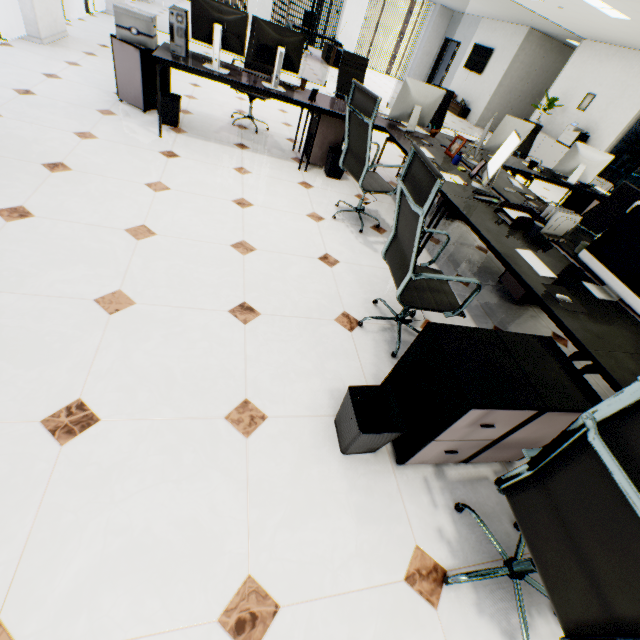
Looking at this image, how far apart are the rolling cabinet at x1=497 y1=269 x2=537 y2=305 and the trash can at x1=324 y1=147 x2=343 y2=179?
2.34m

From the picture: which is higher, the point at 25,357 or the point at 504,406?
the point at 504,406

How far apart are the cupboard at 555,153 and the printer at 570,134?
0.0 meters

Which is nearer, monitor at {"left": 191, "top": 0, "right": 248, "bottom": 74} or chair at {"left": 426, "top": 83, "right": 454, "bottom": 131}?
monitor at {"left": 191, "top": 0, "right": 248, "bottom": 74}

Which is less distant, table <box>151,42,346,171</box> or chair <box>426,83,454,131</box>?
table <box>151,42,346,171</box>

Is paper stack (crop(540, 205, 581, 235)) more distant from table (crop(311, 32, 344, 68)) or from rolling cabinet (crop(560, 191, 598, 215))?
table (crop(311, 32, 344, 68))

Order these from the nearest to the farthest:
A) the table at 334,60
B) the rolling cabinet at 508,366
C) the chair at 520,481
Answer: the chair at 520,481 → the rolling cabinet at 508,366 → the table at 334,60

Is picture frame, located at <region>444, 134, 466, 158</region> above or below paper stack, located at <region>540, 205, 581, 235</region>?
below
